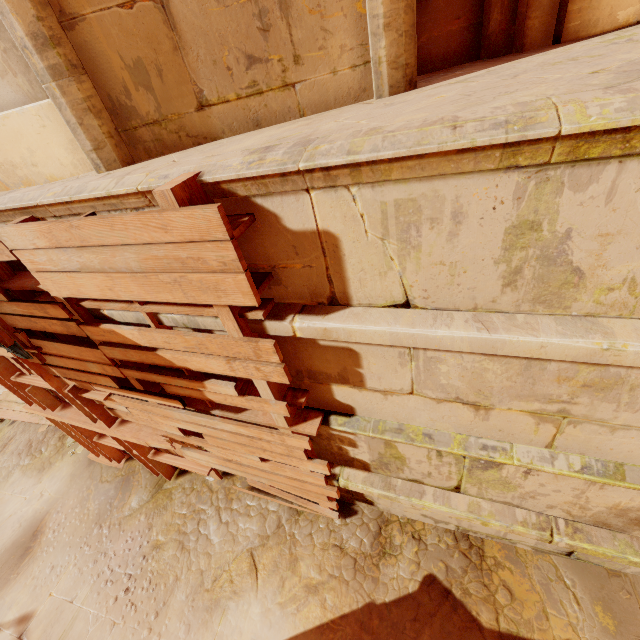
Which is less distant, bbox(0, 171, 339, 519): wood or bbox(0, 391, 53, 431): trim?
bbox(0, 171, 339, 519): wood

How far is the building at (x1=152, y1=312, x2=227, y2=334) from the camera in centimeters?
233cm

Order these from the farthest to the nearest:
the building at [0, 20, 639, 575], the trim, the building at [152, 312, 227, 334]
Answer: the trim
the building at [152, 312, 227, 334]
the building at [0, 20, 639, 575]

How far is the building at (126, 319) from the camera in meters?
2.6

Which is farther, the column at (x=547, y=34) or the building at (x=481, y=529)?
the column at (x=547, y=34)

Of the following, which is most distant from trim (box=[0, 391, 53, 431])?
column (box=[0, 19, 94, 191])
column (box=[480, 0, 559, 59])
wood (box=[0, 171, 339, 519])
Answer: column (box=[480, 0, 559, 59])

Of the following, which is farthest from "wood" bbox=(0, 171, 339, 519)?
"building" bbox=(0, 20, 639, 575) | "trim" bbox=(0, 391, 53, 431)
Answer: "trim" bbox=(0, 391, 53, 431)

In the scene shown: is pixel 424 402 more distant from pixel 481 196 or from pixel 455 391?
pixel 481 196
